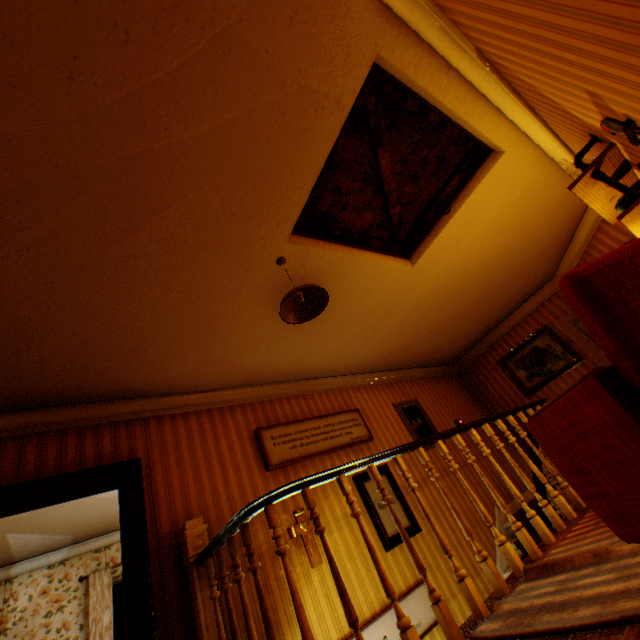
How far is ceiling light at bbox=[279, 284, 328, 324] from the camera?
2.84m

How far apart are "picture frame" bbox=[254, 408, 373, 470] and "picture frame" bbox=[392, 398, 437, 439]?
1.0m

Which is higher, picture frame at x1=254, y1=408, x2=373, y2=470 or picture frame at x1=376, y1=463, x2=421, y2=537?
picture frame at x1=254, y1=408, x2=373, y2=470

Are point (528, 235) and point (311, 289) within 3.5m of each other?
no

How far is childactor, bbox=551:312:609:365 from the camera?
5.34m

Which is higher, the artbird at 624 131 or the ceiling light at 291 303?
the ceiling light at 291 303

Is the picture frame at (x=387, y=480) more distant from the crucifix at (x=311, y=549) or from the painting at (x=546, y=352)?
the painting at (x=546, y=352)

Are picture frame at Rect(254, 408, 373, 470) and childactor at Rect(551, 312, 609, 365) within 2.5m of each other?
no
